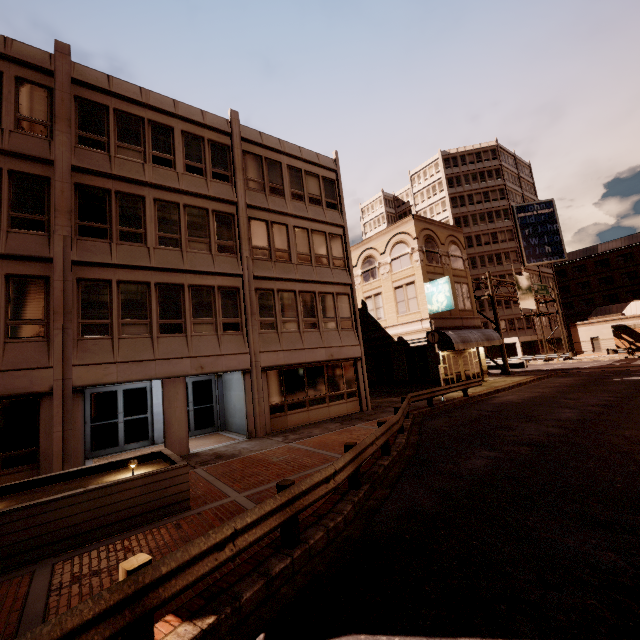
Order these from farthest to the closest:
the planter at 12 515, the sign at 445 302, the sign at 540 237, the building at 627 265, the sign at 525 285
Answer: the building at 627 265 → the sign at 540 237 → the sign at 525 285 → the sign at 445 302 → the planter at 12 515

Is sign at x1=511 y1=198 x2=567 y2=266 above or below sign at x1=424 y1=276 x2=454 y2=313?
above

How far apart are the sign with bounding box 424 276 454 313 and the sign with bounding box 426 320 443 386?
3.5m

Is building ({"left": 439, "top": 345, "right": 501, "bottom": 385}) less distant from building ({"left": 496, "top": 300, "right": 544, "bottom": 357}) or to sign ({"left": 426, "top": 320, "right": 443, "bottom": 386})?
building ({"left": 496, "top": 300, "right": 544, "bottom": 357})

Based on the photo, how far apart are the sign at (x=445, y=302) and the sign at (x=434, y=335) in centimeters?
352cm

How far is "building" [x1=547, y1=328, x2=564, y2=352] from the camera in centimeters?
5534cm

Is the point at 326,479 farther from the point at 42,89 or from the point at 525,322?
the point at 525,322

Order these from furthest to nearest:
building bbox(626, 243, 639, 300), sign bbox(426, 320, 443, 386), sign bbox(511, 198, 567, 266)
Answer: building bbox(626, 243, 639, 300)
sign bbox(511, 198, 567, 266)
sign bbox(426, 320, 443, 386)
